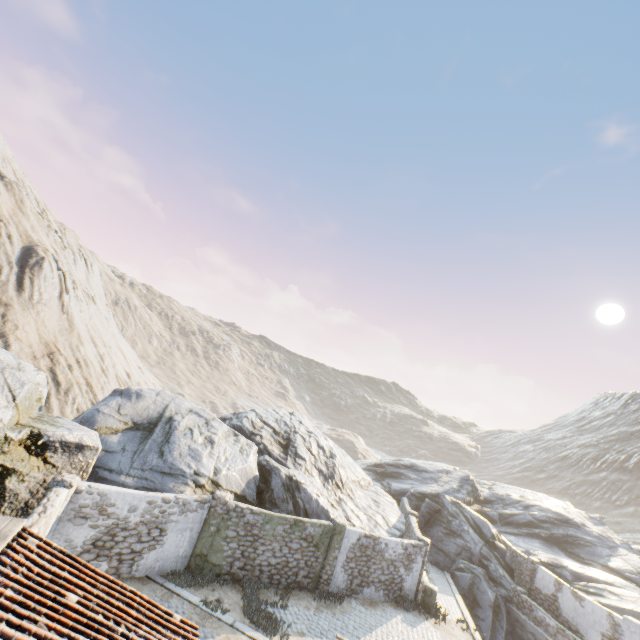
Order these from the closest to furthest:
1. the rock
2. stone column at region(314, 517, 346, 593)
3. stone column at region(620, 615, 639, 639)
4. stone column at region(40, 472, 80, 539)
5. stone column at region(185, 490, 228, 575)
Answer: stone column at region(40, 472, 80, 539)
the rock
stone column at region(185, 490, 228, 575)
stone column at region(314, 517, 346, 593)
stone column at region(620, 615, 639, 639)

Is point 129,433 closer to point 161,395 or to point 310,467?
point 161,395

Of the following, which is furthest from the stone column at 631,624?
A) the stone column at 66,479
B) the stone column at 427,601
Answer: the stone column at 66,479

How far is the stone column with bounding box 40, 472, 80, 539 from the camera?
10.65m

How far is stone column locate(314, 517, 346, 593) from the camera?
15.54m

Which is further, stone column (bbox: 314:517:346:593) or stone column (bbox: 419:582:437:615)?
stone column (bbox: 419:582:437:615)

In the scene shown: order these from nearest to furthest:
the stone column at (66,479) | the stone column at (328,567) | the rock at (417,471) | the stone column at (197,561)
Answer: the stone column at (66,479) < the rock at (417,471) < the stone column at (197,561) < the stone column at (328,567)

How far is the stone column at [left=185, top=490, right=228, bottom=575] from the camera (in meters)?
13.53
